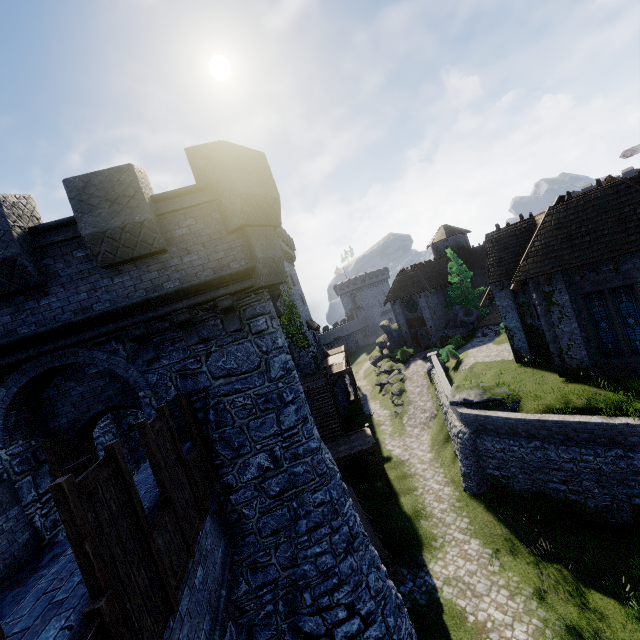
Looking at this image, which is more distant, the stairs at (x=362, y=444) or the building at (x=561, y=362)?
the stairs at (x=362, y=444)

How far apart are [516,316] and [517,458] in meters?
9.5 m

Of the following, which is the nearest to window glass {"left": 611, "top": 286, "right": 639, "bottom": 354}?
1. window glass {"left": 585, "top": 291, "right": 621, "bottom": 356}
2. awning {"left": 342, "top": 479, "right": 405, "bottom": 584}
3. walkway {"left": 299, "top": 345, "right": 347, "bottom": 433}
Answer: window glass {"left": 585, "top": 291, "right": 621, "bottom": 356}

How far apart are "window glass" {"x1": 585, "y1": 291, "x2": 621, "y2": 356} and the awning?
13.9 meters

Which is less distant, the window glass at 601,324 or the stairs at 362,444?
the window glass at 601,324

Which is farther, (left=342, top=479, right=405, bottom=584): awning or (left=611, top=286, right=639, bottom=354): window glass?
(left=611, top=286, right=639, bottom=354): window glass

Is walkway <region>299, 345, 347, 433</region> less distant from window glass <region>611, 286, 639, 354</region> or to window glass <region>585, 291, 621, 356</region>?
window glass <region>585, 291, 621, 356</region>

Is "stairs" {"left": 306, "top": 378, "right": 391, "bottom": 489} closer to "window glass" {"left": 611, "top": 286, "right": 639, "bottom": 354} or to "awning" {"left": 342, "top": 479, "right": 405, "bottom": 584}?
"awning" {"left": 342, "top": 479, "right": 405, "bottom": 584}
